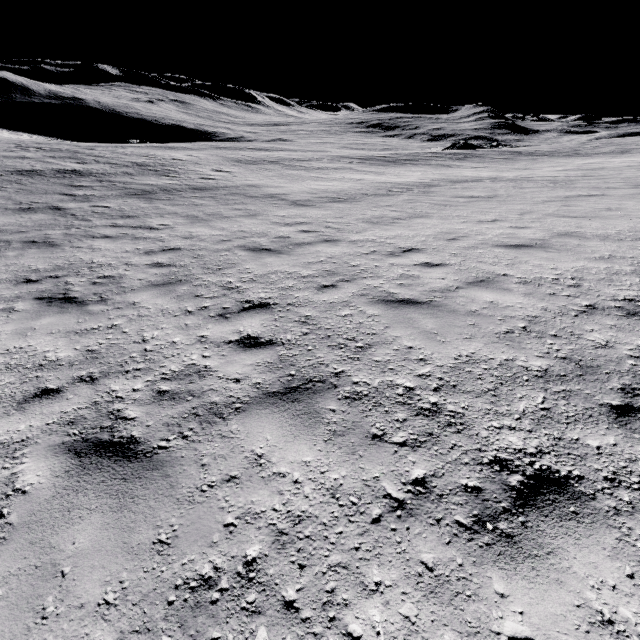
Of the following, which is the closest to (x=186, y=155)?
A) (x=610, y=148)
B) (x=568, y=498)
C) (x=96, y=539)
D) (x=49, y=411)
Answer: (x=49, y=411)
